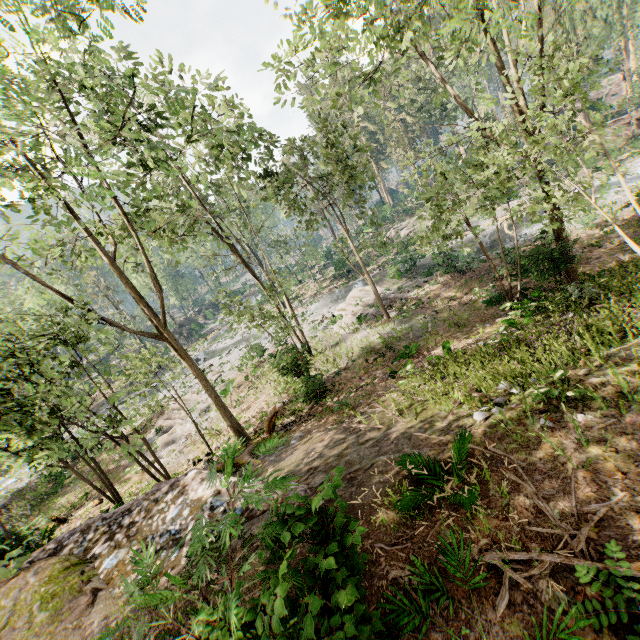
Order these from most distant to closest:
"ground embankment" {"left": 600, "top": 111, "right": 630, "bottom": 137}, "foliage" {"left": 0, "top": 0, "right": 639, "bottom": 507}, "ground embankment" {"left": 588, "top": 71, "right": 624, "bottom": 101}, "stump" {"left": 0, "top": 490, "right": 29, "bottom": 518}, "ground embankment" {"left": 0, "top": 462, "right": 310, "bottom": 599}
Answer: "ground embankment" {"left": 588, "top": 71, "right": 624, "bottom": 101}
"ground embankment" {"left": 600, "top": 111, "right": 630, "bottom": 137}
"stump" {"left": 0, "top": 490, "right": 29, "bottom": 518}
"foliage" {"left": 0, "top": 0, "right": 639, "bottom": 507}
"ground embankment" {"left": 0, "top": 462, "right": 310, "bottom": 599}

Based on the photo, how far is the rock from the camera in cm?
5245

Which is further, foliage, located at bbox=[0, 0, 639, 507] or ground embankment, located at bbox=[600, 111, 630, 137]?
ground embankment, located at bbox=[600, 111, 630, 137]

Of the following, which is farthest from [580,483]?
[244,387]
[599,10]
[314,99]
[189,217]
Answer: [599,10]

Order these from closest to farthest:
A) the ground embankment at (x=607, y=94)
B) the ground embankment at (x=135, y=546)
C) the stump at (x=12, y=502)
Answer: the ground embankment at (x=135, y=546) < the stump at (x=12, y=502) < the ground embankment at (x=607, y=94)

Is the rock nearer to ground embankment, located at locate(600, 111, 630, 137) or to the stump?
the stump

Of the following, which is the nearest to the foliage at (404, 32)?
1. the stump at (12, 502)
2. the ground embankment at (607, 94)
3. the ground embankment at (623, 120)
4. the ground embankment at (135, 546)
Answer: the ground embankment at (623, 120)

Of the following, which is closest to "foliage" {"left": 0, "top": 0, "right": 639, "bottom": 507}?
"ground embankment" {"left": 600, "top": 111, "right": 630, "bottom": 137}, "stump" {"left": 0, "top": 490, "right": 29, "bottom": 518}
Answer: "ground embankment" {"left": 600, "top": 111, "right": 630, "bottom": 137}
